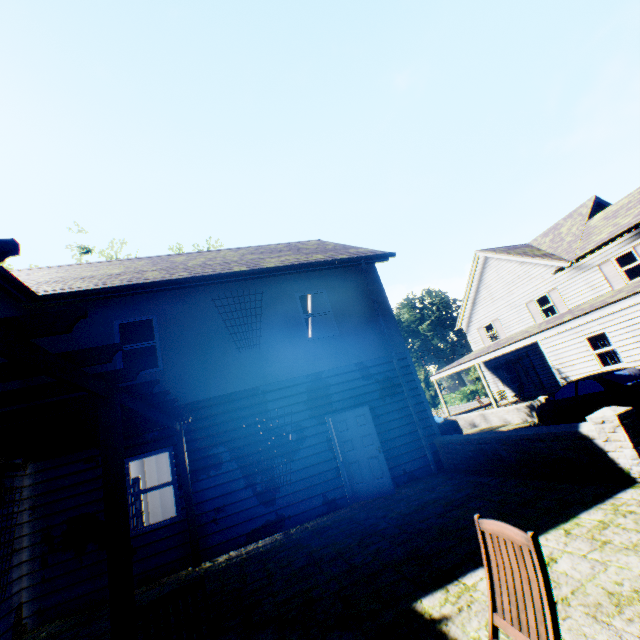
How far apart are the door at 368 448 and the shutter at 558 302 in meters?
17.9 m

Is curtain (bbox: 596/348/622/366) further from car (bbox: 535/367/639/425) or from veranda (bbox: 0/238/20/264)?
veranda (bbox: 0/238/20/264)

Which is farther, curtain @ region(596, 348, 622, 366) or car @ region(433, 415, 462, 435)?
car @ region(433, 415, 462, 435)

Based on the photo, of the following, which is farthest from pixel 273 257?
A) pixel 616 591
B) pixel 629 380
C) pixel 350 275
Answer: pixel 629 380

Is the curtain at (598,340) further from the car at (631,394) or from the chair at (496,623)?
the chair at (496,623)

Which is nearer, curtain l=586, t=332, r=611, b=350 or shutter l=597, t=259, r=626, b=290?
curtain l=586, t=332, r=611, b=350

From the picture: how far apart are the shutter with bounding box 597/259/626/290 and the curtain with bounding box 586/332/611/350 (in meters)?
5.06

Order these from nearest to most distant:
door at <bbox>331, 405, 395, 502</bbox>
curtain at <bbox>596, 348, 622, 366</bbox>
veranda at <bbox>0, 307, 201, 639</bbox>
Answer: veranda at <bbox>0, 307, 201, 639</bbox>
door at <bbox>331, 405, 395, 502</bbox>
curtain at <bbox>596, 348, 622, 366</bbox>
